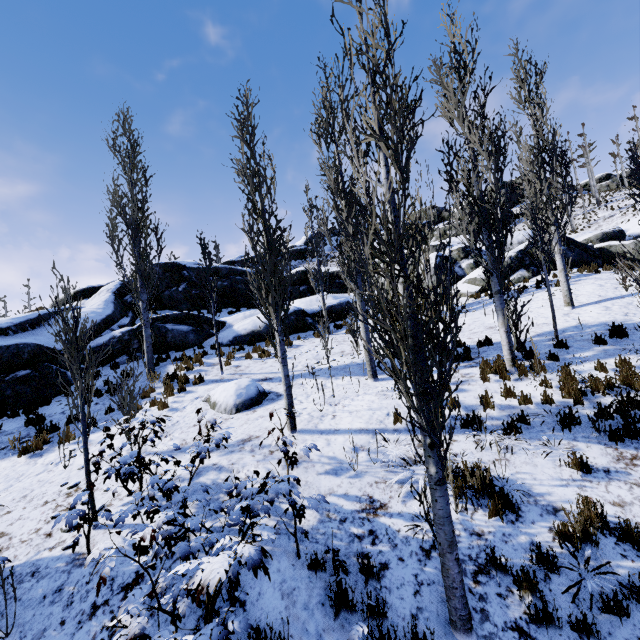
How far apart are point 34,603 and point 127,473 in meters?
2.2

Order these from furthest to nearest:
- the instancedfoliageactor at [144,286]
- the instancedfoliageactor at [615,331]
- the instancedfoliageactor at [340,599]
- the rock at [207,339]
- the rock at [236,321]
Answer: the rock at [236,321]
the rock at [207,339]
the instancedfoliageactor at [144,286]
the instancedfoliageactor at [615,331]
the instancedfoliageactor at [340,599]

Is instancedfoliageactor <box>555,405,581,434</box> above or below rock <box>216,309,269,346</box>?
below

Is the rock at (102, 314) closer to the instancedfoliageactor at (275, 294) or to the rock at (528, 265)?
the rock at (528, 265)

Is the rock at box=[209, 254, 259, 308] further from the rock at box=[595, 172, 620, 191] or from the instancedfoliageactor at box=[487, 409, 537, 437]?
the rock at box=[595, 172, 620, 191]

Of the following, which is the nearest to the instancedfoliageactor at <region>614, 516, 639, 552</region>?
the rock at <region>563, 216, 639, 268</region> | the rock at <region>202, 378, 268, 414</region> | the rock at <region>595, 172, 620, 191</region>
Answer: the rock at <region>202, 378, 268, 414</region>

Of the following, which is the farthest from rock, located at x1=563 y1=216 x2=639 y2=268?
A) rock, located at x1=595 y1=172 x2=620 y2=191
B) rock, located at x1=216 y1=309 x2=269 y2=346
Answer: rock, located at x1=595 y1=172 x2=620 y2=191

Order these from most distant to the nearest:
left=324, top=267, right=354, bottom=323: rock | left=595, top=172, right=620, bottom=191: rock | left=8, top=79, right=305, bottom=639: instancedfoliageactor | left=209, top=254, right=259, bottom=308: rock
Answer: left=595, top=172, right=620, bottom=191: rock → left=209, top=254, right=259, bottom=308: rock → left=324, top=267, right=354, bottom=323: rock → left=8, top=79, right=305, bottom=639: instancedfoliageactor
